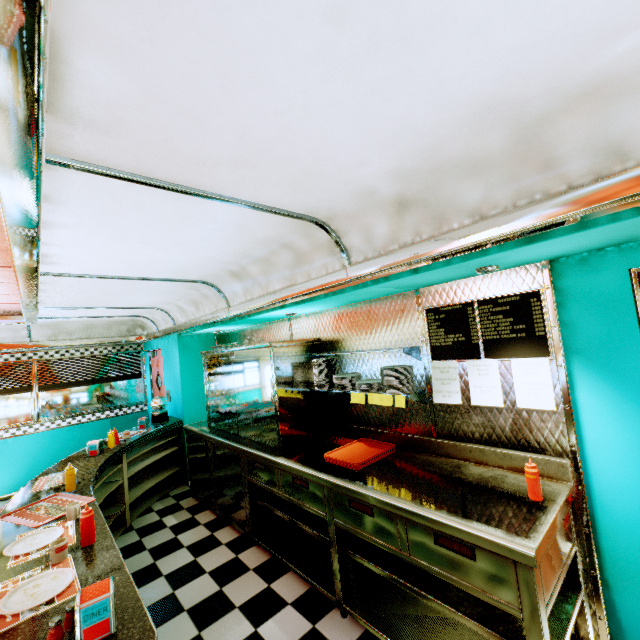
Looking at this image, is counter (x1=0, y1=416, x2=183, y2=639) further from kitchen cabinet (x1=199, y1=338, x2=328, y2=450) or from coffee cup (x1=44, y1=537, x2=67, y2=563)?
kitchen cabinet (x1=199, y1=338, x2=328, y2=450)

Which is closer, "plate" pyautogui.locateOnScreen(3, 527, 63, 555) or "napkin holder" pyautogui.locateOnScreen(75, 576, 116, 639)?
"napkin holder" pyautogui.locateOnScreen(75, 576, 116, 639)

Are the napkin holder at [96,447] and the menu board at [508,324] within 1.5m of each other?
no

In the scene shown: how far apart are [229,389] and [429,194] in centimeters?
359cm

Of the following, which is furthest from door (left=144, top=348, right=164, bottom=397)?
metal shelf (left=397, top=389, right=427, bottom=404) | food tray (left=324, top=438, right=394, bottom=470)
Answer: metal shelf (left=397, top=389, right=427, bottom=404)

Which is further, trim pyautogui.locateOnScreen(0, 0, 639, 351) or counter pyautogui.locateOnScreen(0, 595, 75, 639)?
counter pyautogui.locateOnScreen(0, 595, 75, 639)

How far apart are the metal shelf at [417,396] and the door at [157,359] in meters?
5.5 m

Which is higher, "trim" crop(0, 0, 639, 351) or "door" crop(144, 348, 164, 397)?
"trim" crop(0, 0, 639, 351)
